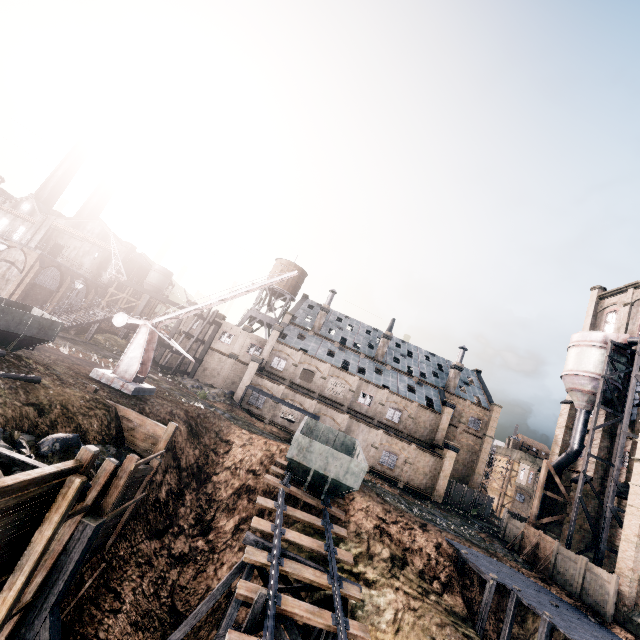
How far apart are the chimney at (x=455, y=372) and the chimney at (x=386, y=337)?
10.78m

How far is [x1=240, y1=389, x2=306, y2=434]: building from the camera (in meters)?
39.75

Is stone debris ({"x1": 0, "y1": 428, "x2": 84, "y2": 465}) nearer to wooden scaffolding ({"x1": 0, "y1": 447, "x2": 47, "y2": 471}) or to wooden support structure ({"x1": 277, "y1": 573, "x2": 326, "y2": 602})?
wooden scaffolding ({"x1": 0, "y1": 447, "x2": 47, "y2": 471})

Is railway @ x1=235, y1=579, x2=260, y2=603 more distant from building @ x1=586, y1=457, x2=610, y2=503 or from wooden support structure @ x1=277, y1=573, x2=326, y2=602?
building @ x1=586, y1=457, x2=610, y2=503

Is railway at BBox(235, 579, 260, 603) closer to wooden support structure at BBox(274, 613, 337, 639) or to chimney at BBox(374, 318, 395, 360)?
wooden support structure at BBox(274, 613, 337, 639)

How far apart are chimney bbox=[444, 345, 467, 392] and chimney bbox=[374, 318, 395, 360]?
10.78m

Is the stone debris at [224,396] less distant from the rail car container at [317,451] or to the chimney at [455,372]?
the rail car container at [317,451]

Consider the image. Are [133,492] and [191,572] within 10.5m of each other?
yes
